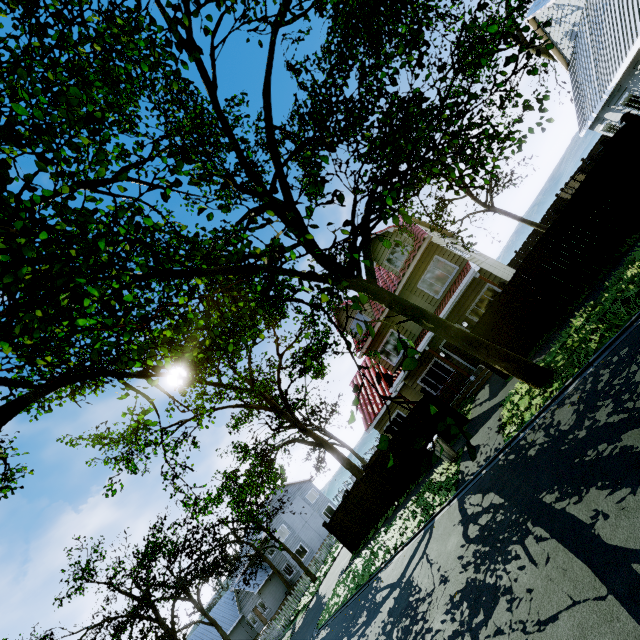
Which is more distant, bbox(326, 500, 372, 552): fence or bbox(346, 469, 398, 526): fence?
bbox(326, 500, 372, 552): fence

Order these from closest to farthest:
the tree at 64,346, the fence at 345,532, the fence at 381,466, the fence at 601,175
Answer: Answer: the tree at 64,346 < the fence at 601,175 < the fence at 381,466 < the fence at 345,532

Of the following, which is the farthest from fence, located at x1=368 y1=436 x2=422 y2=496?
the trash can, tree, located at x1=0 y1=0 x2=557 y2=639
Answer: the trash can

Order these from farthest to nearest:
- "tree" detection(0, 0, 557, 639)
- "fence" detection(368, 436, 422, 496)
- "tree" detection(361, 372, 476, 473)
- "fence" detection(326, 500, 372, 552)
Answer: "fence" detection(326, 500, 372, 552) < "fence" detection(368, 436, 422, 496) < "tree" detection(0, 0, 557, 639) < "tree" detection(361, 372, 476, 473)

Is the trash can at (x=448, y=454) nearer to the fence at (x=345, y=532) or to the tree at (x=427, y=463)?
the fence at (x=345, y=532)

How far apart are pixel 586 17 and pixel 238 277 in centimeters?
2239cm
